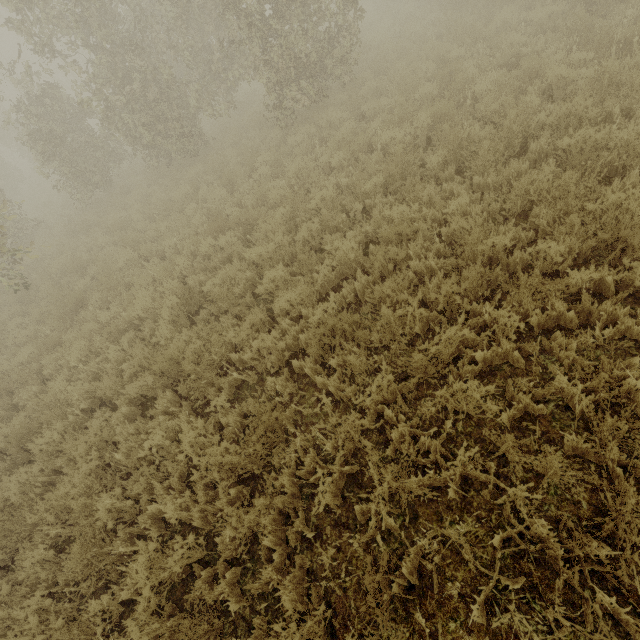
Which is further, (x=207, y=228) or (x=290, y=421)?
(x=207, y=228)
